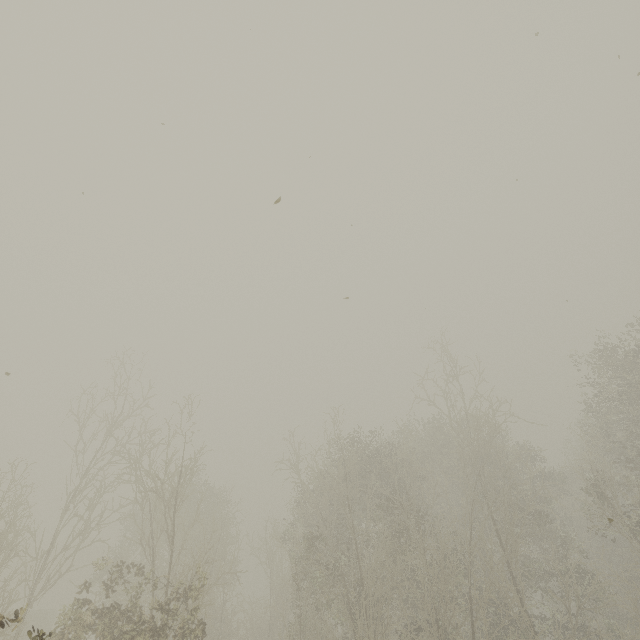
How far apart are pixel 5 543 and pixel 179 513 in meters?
14.4
